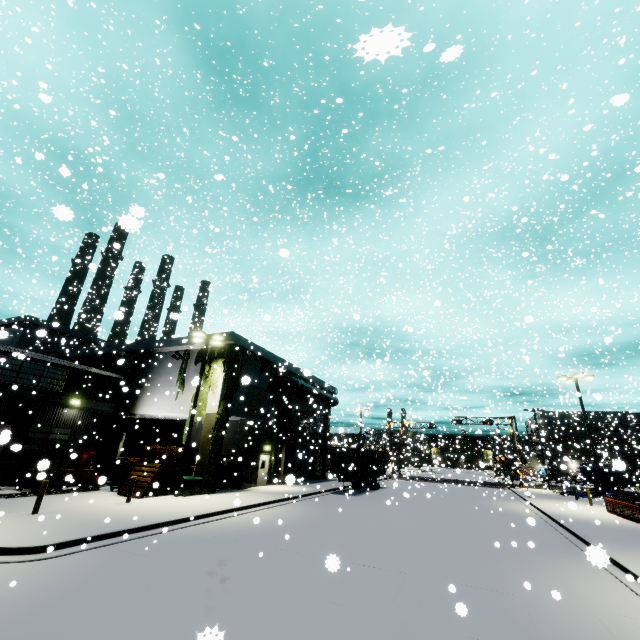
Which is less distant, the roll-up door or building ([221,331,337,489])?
building ([221,331,337,489])

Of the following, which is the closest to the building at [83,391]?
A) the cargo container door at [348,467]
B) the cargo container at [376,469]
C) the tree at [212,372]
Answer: the tree at [212,372]

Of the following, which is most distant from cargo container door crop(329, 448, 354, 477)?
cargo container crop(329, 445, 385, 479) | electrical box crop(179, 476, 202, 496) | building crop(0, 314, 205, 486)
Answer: electrical box crop(179, 476, 202, 496)

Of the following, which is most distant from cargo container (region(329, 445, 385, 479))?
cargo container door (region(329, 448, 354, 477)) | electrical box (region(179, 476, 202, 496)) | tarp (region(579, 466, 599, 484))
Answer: electrical box (region(179, 476, 202, 496))

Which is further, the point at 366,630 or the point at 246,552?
the point at 246,552

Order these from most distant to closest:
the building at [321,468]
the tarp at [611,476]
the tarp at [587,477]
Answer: the tarp at [587,477] → the tarp at [611,476] → the building at [321,468]

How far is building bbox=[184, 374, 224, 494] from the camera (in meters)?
20.59

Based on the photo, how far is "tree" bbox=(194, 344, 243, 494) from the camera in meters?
20.9
